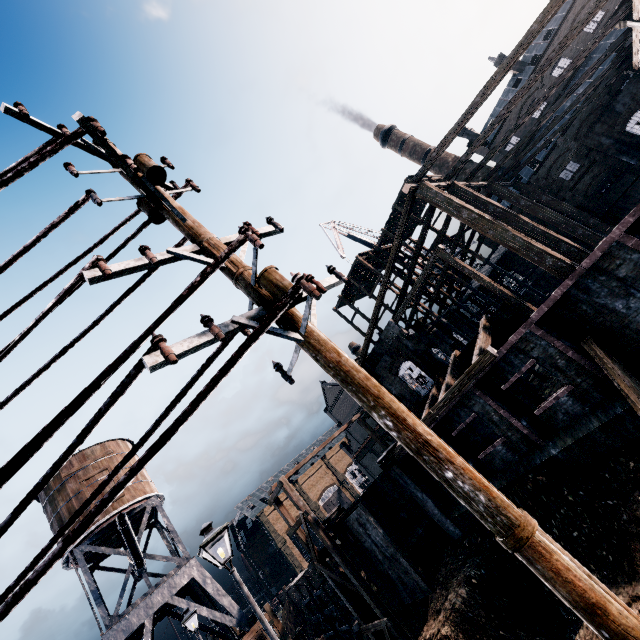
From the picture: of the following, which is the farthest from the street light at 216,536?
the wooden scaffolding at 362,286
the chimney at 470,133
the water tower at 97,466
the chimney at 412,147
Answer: the chimney at 470,133

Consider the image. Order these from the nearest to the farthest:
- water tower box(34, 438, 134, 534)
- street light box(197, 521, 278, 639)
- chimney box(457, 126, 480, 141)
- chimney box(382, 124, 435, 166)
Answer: street light box(197, 521, 278, 639)
water tower box(34, 438, 134, 534)
chimney box(457, 126, 480, 141)
chimney box(382, 124, 435, 166)

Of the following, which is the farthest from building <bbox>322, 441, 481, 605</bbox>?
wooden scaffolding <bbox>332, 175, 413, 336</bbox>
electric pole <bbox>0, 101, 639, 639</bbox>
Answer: electric pole <bbox>0, 101, 639, 639</bbox>

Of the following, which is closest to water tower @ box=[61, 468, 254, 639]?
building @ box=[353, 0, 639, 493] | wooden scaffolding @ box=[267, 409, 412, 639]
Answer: wooden scaffolding @ box=[267, 409, 412, 639]

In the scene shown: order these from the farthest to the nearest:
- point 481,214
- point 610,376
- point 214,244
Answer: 1. point 481,214
2. point 610,376
3. point 214,244

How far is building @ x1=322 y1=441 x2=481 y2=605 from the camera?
19.7m

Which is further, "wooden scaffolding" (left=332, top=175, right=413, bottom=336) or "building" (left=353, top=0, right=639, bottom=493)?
"wooden scaffolding" (left=332, top=175, right=413, bottom=336)

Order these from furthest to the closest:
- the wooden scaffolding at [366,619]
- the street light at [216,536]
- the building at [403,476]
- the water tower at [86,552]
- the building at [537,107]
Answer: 1. the water tower at [86,552]
2. the wooden scaffolding at [366,619]
3. the building at [403,476]
4. the building at [537,107]
5. the street light at [216,536]
